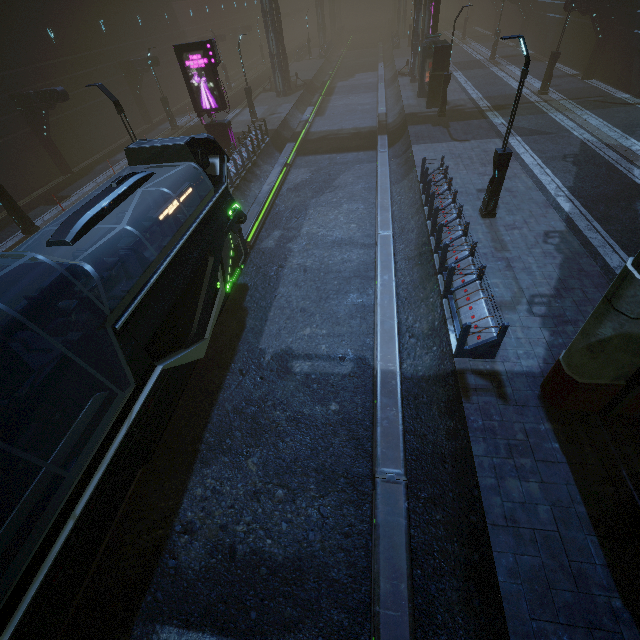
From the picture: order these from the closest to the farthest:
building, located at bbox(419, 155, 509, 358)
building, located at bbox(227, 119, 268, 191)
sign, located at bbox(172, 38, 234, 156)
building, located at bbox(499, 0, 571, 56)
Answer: building, located at bbox(419, 155, 509, 358)
sign, located at bbox(172, 38, 234, 156)
building, located at bbox(227, 119, 268, 191)
building, located at bbox(499, 0, 571, 56)

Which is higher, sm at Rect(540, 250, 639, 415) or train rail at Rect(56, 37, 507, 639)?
sm at Rect(540, 250, 639, 415)

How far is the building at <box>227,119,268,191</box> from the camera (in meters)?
18.41

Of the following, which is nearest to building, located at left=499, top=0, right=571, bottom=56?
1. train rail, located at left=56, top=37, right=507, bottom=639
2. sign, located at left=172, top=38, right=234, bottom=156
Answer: train rail, located at left=56, top=37, right=507, bottom=639

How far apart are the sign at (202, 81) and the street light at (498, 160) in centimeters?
1482cm

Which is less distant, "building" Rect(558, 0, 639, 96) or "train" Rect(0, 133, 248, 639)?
"train" Rect(0, 133, 248, 639)

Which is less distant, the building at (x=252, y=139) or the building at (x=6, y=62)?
the building at (x=252, y=139)

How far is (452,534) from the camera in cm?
643
